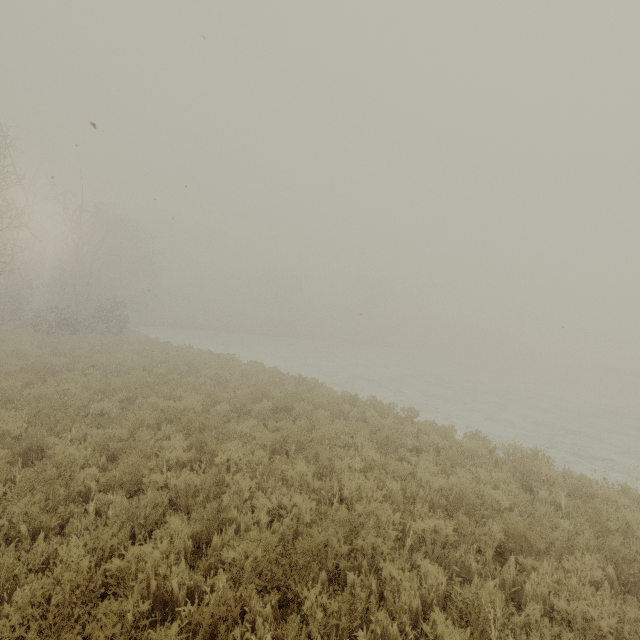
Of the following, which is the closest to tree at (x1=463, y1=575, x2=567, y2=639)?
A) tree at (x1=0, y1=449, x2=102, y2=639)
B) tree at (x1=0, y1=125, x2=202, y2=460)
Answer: tree at (x1=0, y1=449, x2=102, y2=639)

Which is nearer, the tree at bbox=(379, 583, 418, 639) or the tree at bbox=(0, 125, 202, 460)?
the tree at bbox=(379, 583, 418, 639)

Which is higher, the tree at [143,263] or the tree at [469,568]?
the tree at [143,263]

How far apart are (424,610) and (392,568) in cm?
50

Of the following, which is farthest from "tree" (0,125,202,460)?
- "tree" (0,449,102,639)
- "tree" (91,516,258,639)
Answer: "tree" (91,516,258,639)

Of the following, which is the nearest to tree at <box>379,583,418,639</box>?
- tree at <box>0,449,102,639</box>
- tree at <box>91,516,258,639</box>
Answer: tree at <box>91,516,258,639</box>

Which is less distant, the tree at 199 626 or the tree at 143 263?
the tree at 199 626

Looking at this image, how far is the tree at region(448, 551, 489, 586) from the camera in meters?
3.9 m
